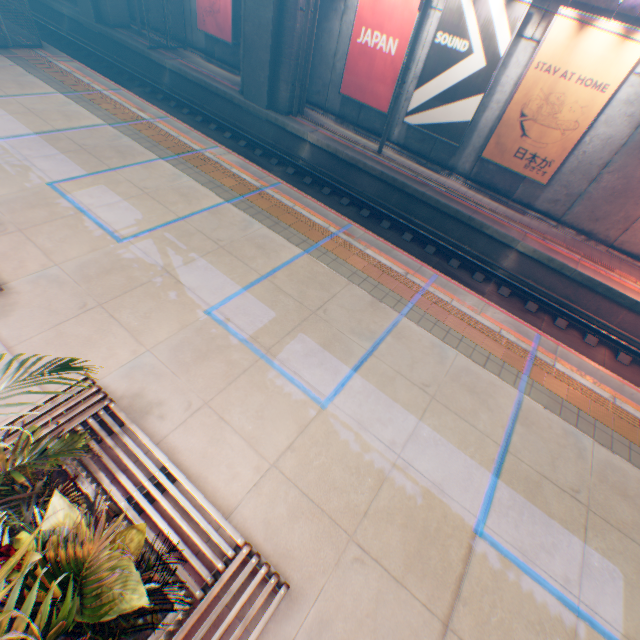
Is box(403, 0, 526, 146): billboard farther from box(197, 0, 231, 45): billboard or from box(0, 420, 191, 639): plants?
box(0, 420, 191, 639): plants

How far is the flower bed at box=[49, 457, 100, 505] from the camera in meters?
3.5

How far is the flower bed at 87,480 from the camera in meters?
3.5

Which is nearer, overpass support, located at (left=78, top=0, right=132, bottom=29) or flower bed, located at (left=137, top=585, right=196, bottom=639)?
flower bed, located at (left=137, top=585, right=196, bottom=639)

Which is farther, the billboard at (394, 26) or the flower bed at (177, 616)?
the billboard at (394, 26)

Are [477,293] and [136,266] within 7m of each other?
no

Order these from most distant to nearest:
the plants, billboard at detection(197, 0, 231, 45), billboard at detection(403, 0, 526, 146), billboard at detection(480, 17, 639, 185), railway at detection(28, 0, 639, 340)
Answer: billboard at detection(197, 0, 231, 45) → railway at detection(28, 0, 639, 340) → billboard at detection(403, 0, 526, 146) → billboard at detection(480, 17, 639, 185) → the plants

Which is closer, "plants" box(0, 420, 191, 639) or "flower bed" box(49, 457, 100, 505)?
"plants" box(0, 420, 191, 639)
